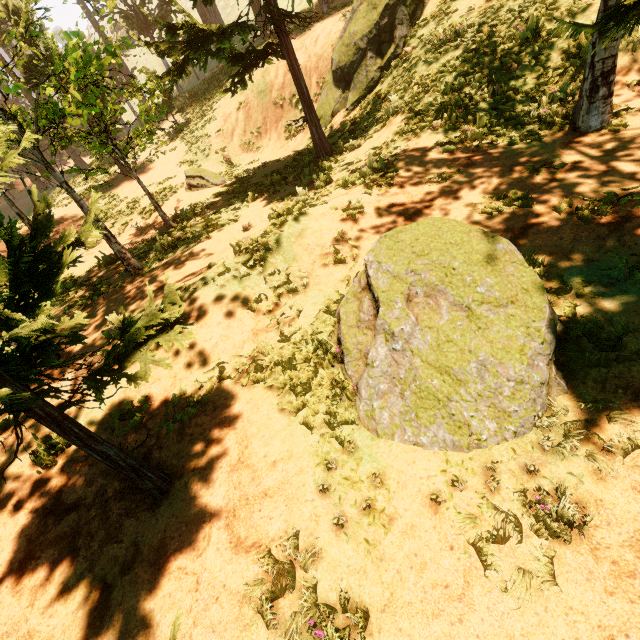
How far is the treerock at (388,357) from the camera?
3.37m

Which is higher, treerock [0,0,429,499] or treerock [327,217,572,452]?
treerock [0,0,429,499]

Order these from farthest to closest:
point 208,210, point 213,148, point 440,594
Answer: point 213,148
point 208,210
point 440,594

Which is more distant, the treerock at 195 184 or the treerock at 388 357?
the treerock at 195 184

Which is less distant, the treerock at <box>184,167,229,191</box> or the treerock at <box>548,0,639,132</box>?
the treerock at <box>548,0,639,132</box>

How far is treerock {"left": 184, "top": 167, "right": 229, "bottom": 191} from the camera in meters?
14.6 m
